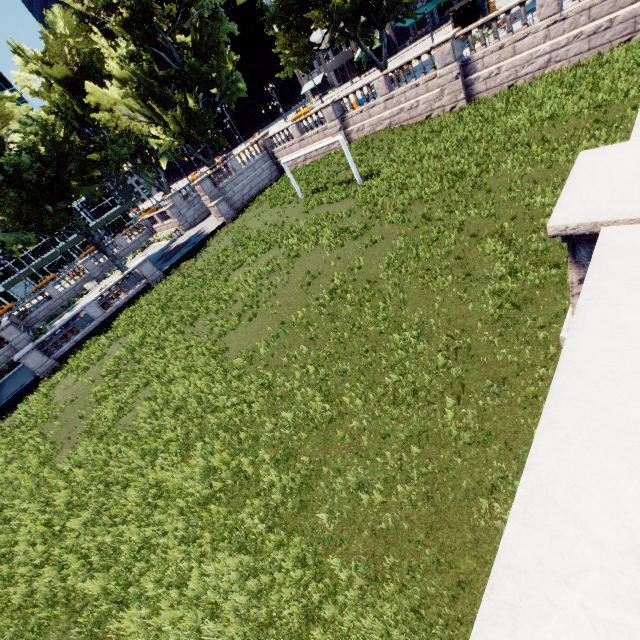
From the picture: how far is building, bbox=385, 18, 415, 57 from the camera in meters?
56.2

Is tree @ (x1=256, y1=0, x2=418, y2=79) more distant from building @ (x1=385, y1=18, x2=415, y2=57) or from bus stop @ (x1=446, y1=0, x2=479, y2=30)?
bus stop @ (x1=446, y1=0, x2=479, y2=30)

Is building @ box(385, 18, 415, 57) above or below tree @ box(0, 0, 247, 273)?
below

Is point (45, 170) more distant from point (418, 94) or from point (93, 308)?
point (418, 94)

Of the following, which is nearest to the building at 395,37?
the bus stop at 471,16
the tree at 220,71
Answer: the tree at 220,71

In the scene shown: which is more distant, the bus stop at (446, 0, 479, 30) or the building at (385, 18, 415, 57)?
the building at (385, 18, 415, 57)

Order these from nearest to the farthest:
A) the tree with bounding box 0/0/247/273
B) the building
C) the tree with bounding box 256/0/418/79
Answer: the tree with bounding box 256/0/418/79, the tree with bounding box 0/0/247/273, the building

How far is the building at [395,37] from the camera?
56.24m
